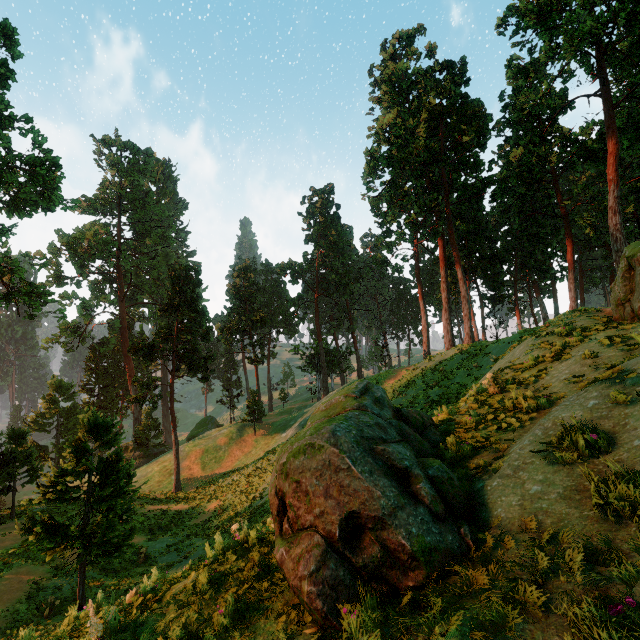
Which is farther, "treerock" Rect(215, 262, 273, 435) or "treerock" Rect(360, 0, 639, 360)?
"treerock" Rect(215, 262, 273, 435)

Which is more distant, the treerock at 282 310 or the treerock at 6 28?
the treerock at 282 310

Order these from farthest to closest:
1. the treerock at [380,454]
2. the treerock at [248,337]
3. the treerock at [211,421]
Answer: the treerock at [211,421] < the treerock at [248,337] < the treerock at [380,454]

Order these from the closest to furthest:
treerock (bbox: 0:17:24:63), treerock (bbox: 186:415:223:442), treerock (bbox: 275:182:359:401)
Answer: treerock (bbox: 0:17:24:63), treerock (bbox: 275:182:359:401), treerock (bbox: 186:415:223:442)

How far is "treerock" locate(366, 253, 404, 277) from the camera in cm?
4945

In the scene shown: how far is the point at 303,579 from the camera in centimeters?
418cm

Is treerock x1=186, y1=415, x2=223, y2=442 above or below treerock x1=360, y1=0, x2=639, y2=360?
below
